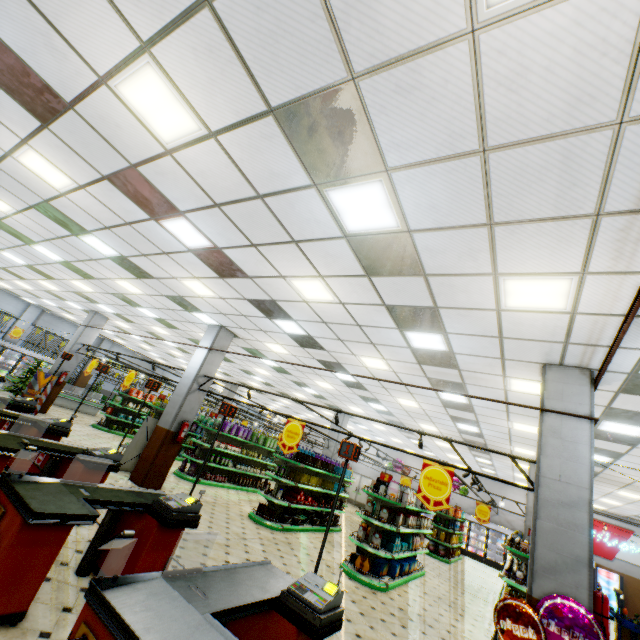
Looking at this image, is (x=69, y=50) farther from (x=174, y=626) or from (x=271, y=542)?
(x=271, y=542)

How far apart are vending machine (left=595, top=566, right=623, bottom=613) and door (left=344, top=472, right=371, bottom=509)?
13.4 meters

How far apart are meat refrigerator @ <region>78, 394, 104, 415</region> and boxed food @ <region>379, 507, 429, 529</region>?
19.60m

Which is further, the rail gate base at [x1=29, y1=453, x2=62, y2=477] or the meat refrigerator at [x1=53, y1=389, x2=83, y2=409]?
the meat refrigerator at [x1=53, y1=389, x2=83, y2=409]

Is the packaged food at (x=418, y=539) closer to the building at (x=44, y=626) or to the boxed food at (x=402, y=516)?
the boxed food at (x=402, y=516)

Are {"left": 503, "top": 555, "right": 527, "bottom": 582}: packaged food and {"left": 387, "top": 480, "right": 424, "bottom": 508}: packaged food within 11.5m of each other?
yes

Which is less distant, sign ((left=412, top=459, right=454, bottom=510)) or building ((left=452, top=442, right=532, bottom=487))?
sign ((left=412, top=459, right=454, bottom=510))

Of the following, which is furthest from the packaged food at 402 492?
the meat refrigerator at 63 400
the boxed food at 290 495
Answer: the meat refrigerator at 63 400
